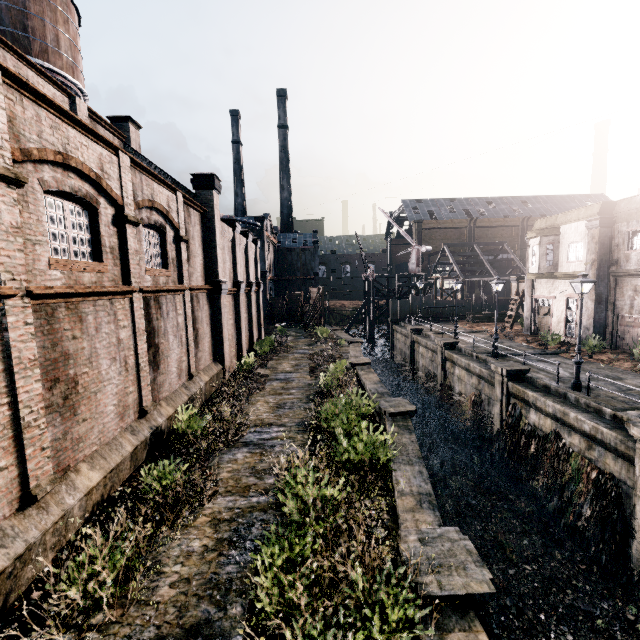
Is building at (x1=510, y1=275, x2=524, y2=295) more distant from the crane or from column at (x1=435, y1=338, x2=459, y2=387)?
column at (x1=435, y1=338, x2=459, y2=387)

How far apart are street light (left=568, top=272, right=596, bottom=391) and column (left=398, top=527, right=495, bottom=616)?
13.02m

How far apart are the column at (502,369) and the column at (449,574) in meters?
13.6 m

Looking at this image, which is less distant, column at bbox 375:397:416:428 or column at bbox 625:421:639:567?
column at bbox 625:421:639:567

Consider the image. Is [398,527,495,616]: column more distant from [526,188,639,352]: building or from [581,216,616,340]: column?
A: [581,216,616,340]: column

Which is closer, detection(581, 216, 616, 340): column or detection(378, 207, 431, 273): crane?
detection(581, 216, 616, 340): column

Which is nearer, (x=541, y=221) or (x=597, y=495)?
(x=597, y=495)

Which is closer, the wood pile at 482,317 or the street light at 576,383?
the street light at 576,383
